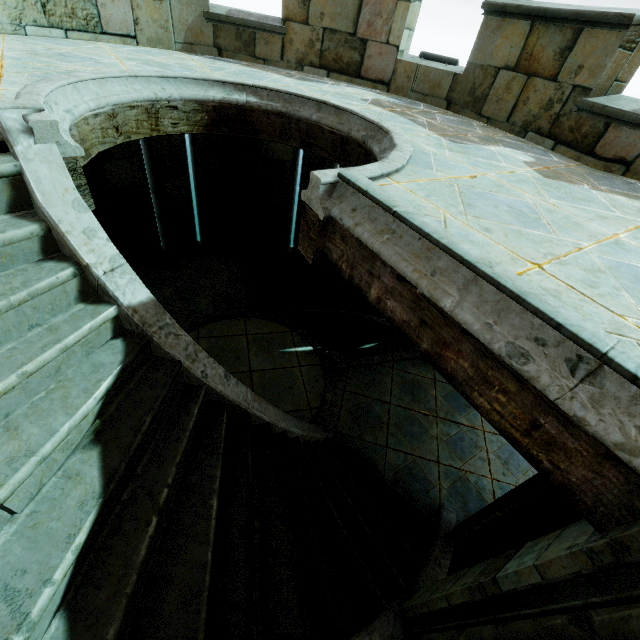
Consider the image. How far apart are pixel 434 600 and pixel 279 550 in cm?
132
